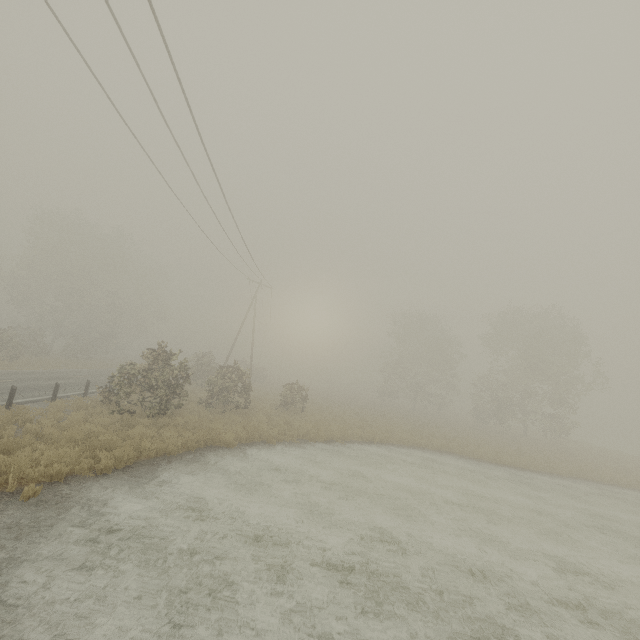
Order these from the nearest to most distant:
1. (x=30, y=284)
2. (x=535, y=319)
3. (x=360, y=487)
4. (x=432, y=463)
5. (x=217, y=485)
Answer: (x=217, y=485)
(x=360, y=487)
(x=432, y=463)
(x=535, y=319)
(x=30, y=284)
